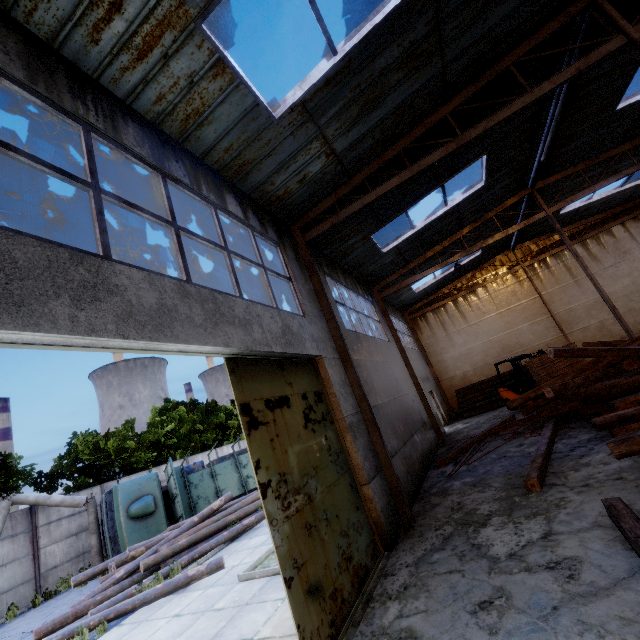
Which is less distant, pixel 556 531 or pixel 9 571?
pixel 556 531

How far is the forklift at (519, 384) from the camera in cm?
1461

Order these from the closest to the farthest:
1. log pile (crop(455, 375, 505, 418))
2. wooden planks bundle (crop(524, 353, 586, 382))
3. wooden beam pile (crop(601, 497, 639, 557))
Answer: wooden beam pile (crop(601, 497, 639, 557)), wooden planks bundle (crop(524, 353, 586, 382)), log pile (crop(455, 375, 505, 418))

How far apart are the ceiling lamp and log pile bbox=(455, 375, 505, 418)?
15.0 meters

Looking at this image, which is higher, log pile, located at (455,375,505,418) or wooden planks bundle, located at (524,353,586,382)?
wooden planks bundle, located at (524,353,586,382)

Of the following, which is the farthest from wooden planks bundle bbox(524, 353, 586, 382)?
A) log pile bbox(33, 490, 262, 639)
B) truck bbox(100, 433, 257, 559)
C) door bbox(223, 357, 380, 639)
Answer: truck bbox(100, 433, 257, 559)

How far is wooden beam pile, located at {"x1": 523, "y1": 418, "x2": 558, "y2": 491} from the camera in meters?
6.2

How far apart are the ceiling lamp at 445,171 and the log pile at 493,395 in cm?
1498
